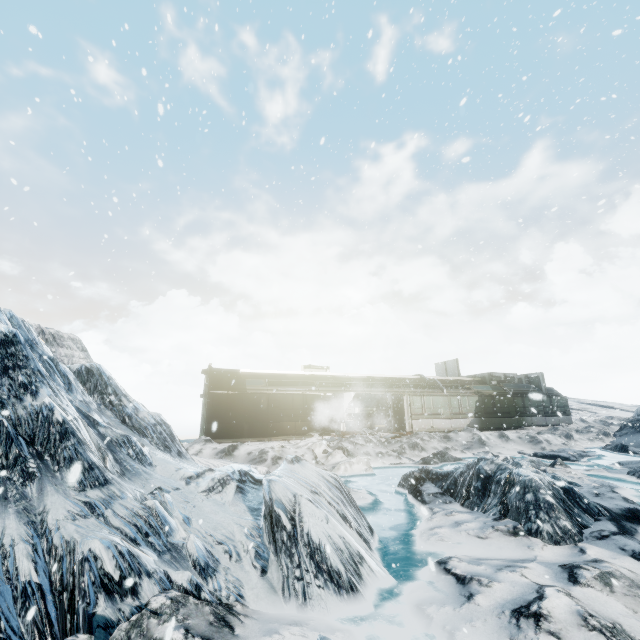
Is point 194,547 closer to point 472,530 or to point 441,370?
point 472,530
